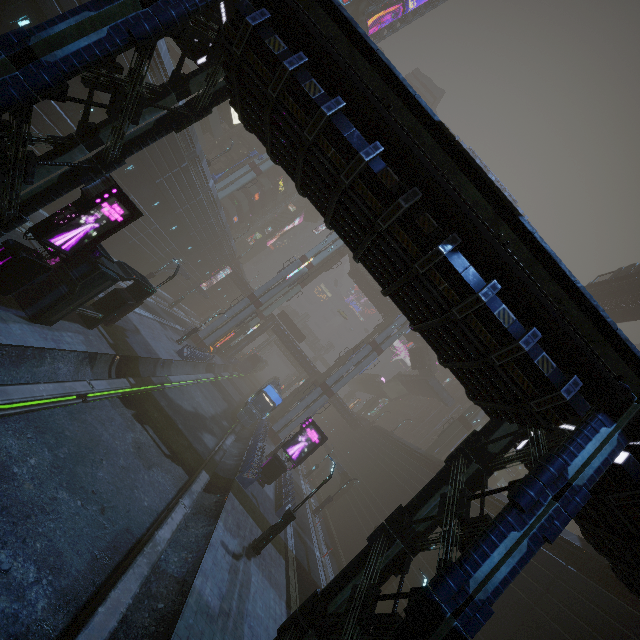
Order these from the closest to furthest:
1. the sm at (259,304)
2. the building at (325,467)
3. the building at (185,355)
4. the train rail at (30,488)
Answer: the train rail at (30,488) → the building at (185,355) → the sm at (259,304) → the building at (325,467)

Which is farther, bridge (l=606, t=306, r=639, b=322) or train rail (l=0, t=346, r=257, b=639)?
bridge (l=606, t=306, r=639, b=322)

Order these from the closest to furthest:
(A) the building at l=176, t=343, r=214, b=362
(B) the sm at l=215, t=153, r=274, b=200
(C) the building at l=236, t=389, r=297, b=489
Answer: (C) the building at l=236, t=389, r=297, b=489
(A) the building at l=176, t=343, r=214, b=362
(B) the sm at l=215, t=153, r=274, b=200

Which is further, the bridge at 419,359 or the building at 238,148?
the building at 238,148

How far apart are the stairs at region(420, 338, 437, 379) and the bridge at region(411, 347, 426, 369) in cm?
0

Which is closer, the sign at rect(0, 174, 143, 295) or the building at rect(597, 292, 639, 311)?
the sign at rect(0, 174, 143, 295)

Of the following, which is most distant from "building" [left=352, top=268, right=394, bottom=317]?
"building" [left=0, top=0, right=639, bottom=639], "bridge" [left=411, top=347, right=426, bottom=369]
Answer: "building" [left=0, top=0, right=639, bottom=639]

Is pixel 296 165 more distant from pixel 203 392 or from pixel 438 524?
pixel 203 392
